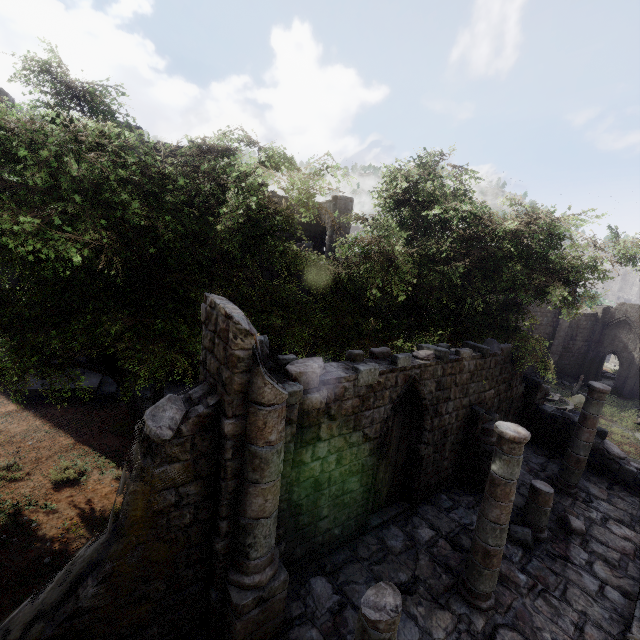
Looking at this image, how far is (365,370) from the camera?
6.8m

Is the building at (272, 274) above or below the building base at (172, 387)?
above

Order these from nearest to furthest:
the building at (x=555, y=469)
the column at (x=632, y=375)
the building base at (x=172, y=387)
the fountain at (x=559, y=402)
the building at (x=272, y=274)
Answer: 1. the building at (x=555, y=469)
2. the building base at (x=172, y=387)
3. the building at (x=272, y=274)
4. the fountain at (x=559, y=402)
5. the column at (x=632, y=375)

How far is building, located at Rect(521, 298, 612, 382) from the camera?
34.77m

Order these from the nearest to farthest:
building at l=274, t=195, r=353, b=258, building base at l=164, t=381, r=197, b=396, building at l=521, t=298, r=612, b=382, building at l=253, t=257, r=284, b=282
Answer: building base at l=164, t=381, r=197, b=396
building at l=253, t=257, r=284, b=282
building at l=274, t=195, r=353, b=258
building at l=521, t=298, r=612, b=382

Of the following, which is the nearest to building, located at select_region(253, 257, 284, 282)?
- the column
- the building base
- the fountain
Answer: the building base

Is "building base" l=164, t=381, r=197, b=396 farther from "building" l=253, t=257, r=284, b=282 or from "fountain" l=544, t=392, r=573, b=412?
"fountain" l=544, t=392, r=573, b=412
